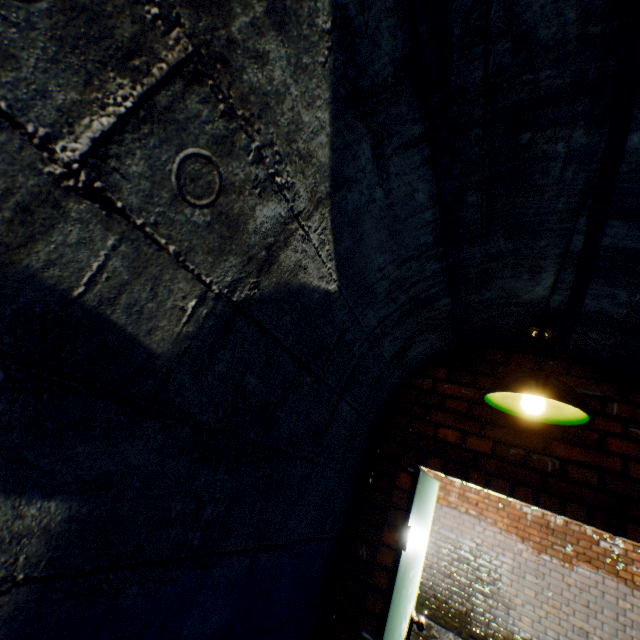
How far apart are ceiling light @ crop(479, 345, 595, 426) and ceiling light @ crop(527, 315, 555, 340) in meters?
0.1 m

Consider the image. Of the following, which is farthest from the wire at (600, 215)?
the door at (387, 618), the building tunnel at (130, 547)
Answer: the door at (387, 618)

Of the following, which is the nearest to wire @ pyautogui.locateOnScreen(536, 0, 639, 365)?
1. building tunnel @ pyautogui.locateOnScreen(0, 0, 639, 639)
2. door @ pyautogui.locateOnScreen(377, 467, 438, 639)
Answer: building tunnel @ pyautogui.locateOnScreen(0, 0, 639, 639)

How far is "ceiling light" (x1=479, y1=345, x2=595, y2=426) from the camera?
1.4m

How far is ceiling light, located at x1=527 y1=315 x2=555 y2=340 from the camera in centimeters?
172cm

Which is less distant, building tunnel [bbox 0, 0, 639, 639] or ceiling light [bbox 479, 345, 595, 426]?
building tunnel [bbox 0, 0, 639, 639]

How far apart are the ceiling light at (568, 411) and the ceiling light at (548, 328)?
0.1 meters

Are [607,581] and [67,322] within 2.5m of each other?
no
